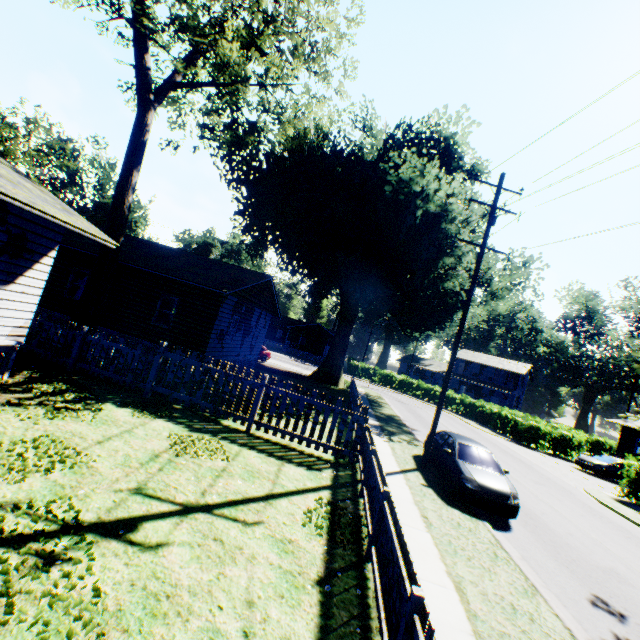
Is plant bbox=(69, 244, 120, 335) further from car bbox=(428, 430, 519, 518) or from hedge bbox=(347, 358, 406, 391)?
hedge bbox=(347, 358, 406, 391)

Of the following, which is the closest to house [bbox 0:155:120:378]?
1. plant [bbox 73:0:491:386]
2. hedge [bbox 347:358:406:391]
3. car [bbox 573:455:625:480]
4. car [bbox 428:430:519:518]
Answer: plant [bbox 73:0:491:386]

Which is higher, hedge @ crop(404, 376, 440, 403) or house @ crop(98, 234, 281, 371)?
house @ crop(98, 234, 281, 371)

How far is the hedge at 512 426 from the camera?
28.20m

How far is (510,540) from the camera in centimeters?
839cm

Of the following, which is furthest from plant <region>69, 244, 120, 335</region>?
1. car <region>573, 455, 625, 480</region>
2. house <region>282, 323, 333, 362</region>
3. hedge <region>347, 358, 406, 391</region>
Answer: house <region>282, 323, 333, 362</region>

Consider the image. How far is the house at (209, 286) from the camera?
15.6m

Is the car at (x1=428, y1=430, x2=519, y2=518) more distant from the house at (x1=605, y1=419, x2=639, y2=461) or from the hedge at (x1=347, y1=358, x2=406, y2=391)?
the house at (x1=605, y1=419, x2=639, y2=461)
